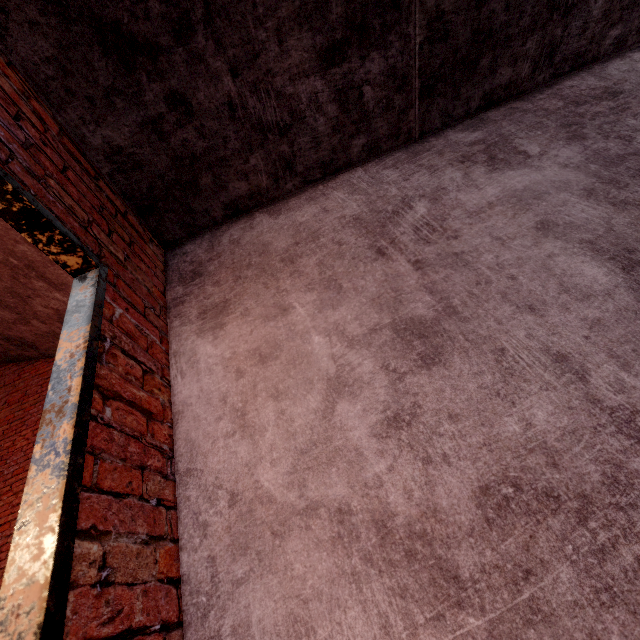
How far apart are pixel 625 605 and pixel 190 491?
1.35m
